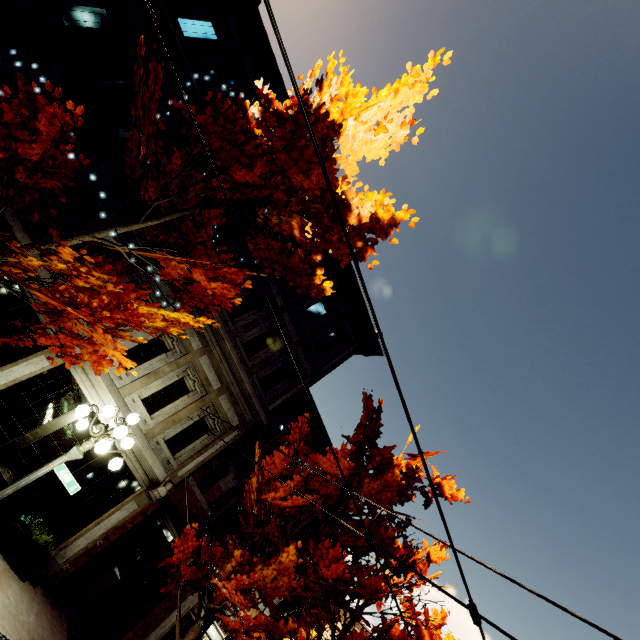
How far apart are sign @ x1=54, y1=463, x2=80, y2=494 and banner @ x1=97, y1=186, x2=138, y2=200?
6.5 meters

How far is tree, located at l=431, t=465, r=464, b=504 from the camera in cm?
869

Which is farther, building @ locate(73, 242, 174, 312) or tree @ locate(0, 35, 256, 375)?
building @ locate(73, 242, 174, 312)

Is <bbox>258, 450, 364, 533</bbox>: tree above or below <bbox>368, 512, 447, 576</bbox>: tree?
below

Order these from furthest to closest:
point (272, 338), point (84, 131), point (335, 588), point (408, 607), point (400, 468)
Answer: point (408, 607), point (272, 338), point (84, 131), point (400, 468), point (335, 588)

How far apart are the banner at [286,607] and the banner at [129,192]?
15.86m

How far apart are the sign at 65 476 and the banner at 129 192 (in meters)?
6.45

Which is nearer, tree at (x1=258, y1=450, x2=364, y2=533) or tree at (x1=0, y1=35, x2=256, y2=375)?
tree at (x1=0, y1=35, x2=256, y2=375)
